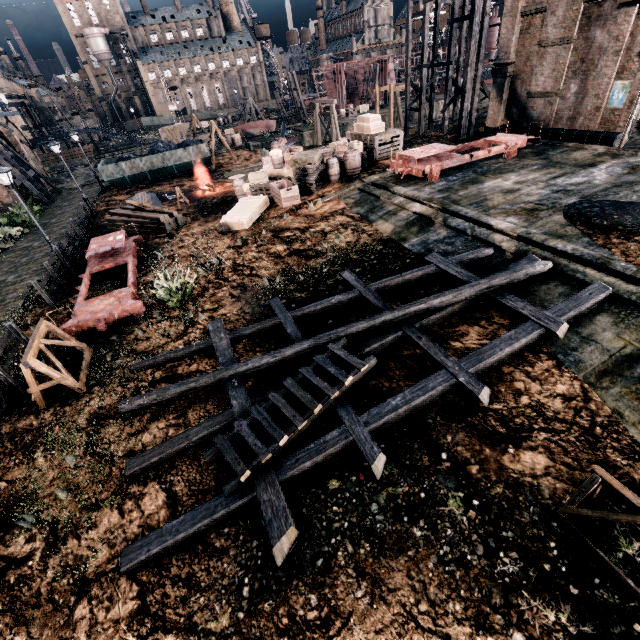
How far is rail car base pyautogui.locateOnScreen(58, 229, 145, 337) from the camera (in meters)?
12.23

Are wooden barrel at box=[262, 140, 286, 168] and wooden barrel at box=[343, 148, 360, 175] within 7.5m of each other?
yes

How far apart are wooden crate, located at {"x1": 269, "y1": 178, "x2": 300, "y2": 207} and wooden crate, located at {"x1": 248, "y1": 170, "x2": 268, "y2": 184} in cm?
162

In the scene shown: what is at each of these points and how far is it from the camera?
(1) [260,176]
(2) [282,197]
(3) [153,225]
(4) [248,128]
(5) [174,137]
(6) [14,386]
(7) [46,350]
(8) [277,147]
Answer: (1) wooden crate, 21.3m
(2) wooden crate, 18.7m
(3) wood pile, 20.7m
(4) boat, 48.8m
(5) wooden chest, 44.6m
(6) wooden railing, 10.2m
(7) wooden support structure, 9.9m
(8) wooden barrel, 22.8m

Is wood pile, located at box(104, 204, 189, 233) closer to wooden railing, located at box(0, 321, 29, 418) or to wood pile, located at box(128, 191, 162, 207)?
wood pile, located at box(128, 191, 162, 207)

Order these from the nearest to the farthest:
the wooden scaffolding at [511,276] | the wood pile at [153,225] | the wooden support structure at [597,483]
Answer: → the wooden support structure at [597,483] → the wooden scaffolding at [511,276] → the wood pile at [153,225]

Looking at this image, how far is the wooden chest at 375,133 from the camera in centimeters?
2347cm

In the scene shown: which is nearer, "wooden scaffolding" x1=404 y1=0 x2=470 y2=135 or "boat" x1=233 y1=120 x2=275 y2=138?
"wooden scaffolding" x1=404 y1=0 x2=470 y2=135
